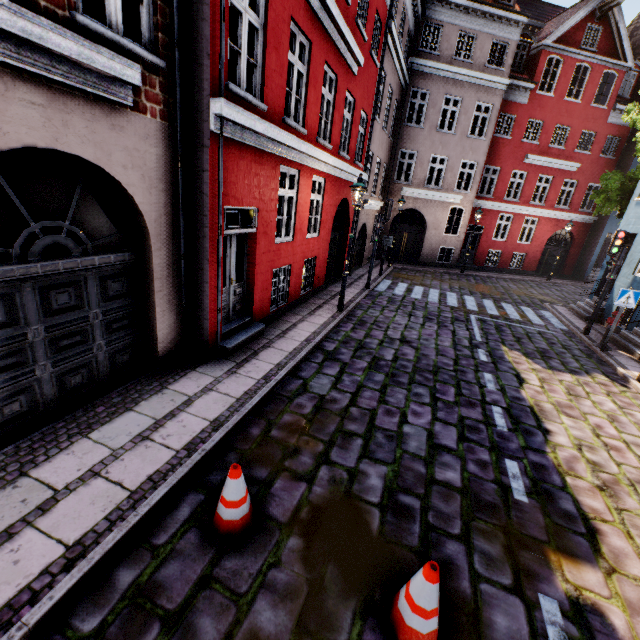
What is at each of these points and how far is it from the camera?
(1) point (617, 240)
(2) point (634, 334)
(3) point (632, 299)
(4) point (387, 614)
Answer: (1) traffic light, 10.0m
(2) building, 10.4m
(3) sign, 9.0m
(4) traffic cone, 2.8m

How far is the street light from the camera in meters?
8.8 m

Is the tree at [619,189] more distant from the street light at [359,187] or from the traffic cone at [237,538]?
the traffic cone at [237,538]

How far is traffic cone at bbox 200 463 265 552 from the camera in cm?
318

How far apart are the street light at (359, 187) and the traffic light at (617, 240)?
8.04m

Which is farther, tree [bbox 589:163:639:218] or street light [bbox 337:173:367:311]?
tree [bbox 589:163:639:218]

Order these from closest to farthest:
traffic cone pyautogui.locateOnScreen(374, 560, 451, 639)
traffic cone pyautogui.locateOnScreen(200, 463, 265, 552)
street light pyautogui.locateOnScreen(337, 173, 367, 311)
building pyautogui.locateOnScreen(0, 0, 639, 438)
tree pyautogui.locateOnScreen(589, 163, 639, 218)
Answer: traffic cone pyautogui.locateOnScreen(374, 560, 451, 639), traffic cone pyautogui.locateOnScreen(200, 463, 265, 552), building pyautogui.locateOnScreen(0, 0, 639, 438), street light pyautogui.locateOnScreen(337, 173, 367, 311), tree pyautogui.locateOnScreen(589, 163, 639, 218)

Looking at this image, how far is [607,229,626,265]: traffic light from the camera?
9.9 meters
